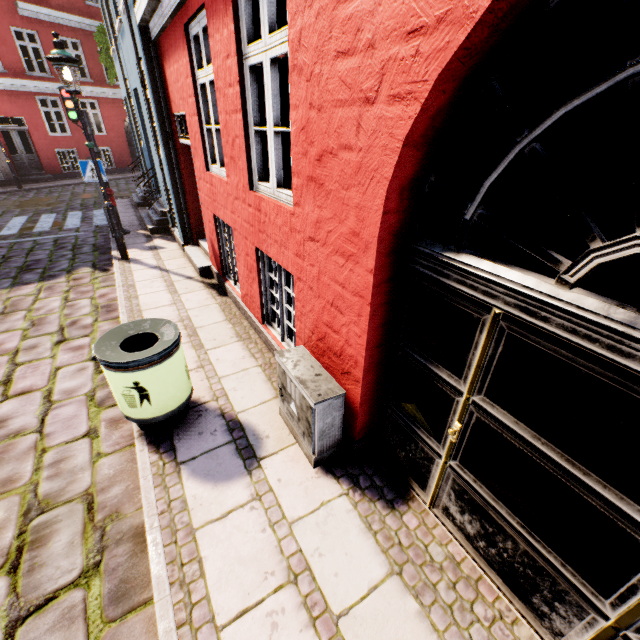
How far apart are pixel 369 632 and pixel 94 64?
26.4m

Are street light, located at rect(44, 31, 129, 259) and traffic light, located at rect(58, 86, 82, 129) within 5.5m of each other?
yes

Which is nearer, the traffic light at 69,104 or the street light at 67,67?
the street light at 67,67

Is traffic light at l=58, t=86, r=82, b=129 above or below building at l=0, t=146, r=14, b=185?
above

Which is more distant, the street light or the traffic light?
the traffic light

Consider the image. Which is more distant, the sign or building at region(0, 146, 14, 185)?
building at region(0, 146, 14, 185)

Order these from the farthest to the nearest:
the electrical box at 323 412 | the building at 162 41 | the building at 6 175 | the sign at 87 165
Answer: the building at 6 175
the sign at 87 165
the electrical box at 323 412
the building at 162 41

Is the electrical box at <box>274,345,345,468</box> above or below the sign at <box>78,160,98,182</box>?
below
